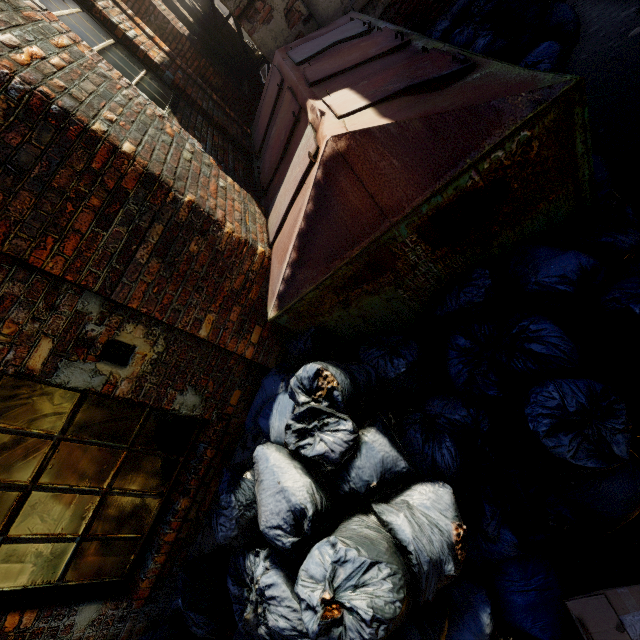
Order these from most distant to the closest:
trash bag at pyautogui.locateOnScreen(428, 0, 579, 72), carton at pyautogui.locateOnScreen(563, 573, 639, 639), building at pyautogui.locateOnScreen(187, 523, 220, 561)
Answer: trash bag at pyautogui.locateOnScreen(428, 0, 579, 72) < building at pyautogui.locateOnScreen(187, 523, 220, 561) < carton at pyautogui.locateOnScreen(563, 573, 639, 639)

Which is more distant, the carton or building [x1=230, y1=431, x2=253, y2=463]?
building [x1=230, y1=431, x2=253, y2=463]

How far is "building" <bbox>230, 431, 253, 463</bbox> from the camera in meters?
2.7

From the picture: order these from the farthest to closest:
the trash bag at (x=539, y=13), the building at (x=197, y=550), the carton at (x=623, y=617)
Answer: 1. the trash bag at (x=539, y=13)
2. the building at (x=197, y=550)
3. the carton at (x=623, y=617)

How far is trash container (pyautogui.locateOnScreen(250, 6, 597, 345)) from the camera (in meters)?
1.76

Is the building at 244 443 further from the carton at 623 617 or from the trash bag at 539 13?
the carton at 623 617

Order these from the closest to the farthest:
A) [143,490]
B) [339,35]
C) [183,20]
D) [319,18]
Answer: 1. [143,490]
2. [339,35]
3. [319,18]
4. [183,20]
